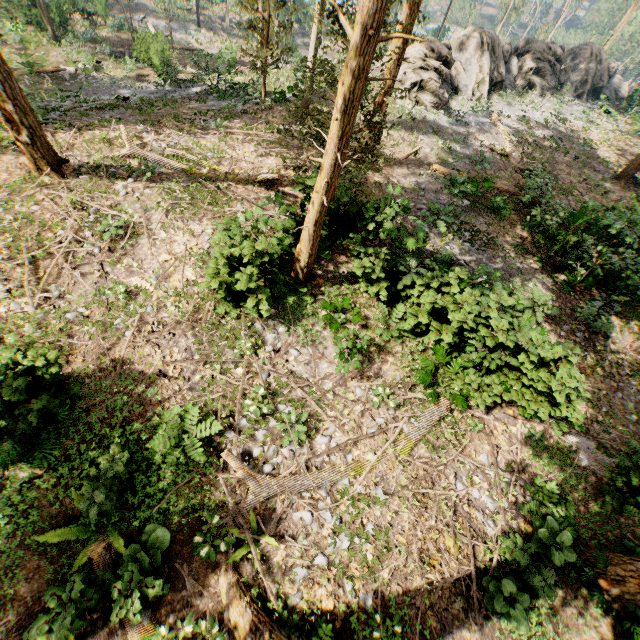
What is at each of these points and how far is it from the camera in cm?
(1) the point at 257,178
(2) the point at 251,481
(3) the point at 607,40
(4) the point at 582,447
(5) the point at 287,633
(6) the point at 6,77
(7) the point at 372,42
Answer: (1) foliage, 1339
(2) foliage, 749
(3) foliage, 4534
(4) foliage, 984
(5) foliage, 602
(6) foliage, 906
(7) foliage, 550

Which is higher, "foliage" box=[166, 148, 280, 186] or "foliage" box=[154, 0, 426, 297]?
"foliage" box=[154, 0, 426, 297]

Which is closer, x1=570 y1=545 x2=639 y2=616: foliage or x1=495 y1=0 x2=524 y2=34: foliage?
x1=570 y1=545 x2=639 y2=616: foliage

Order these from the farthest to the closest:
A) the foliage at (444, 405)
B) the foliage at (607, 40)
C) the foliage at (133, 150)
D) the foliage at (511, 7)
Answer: the foliage at (511, 7)
the foliage at (607, 40)
the foliage at (133, 150)
the foliage at (444, 405)

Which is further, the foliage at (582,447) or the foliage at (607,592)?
the foliage at (582,447)

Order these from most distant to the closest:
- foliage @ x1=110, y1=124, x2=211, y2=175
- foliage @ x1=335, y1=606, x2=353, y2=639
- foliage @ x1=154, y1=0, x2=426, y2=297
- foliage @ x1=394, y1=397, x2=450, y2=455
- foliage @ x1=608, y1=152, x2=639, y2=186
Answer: foliage @ x1=608, y1=152, x2=639, y2=186
foliage @ x1=110, y1=124, x2=211, y2=175
foliage @ x1=394, y1=397, x2=450, y2=455
foliage @ x1=335, y1=606, x2=353, y2=639
foliage @ x1=154, y1=0, x2=426, y2=297

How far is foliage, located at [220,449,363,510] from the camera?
7.4 meters
